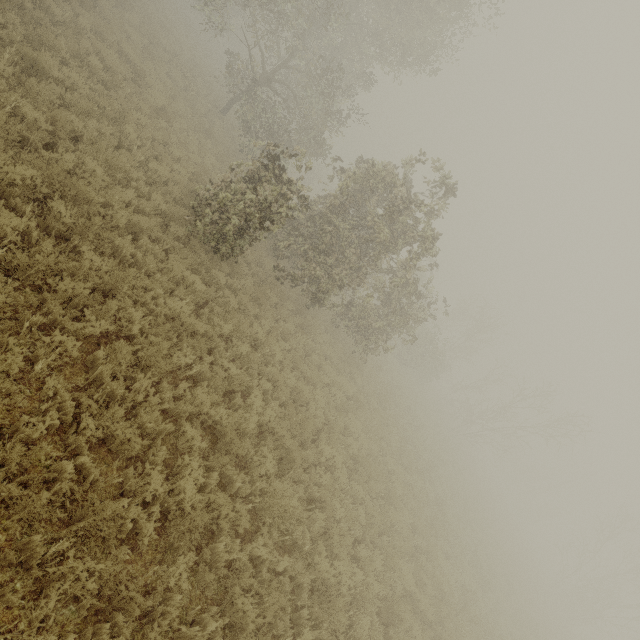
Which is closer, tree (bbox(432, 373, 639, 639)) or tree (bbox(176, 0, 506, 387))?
tree (bbox(176, 0, 506, 387))

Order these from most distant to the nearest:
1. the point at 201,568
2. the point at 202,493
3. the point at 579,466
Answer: the point at 579,466
the point at 202,493
the point at 201,568

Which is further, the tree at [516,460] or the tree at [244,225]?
the tree at [516,460]
